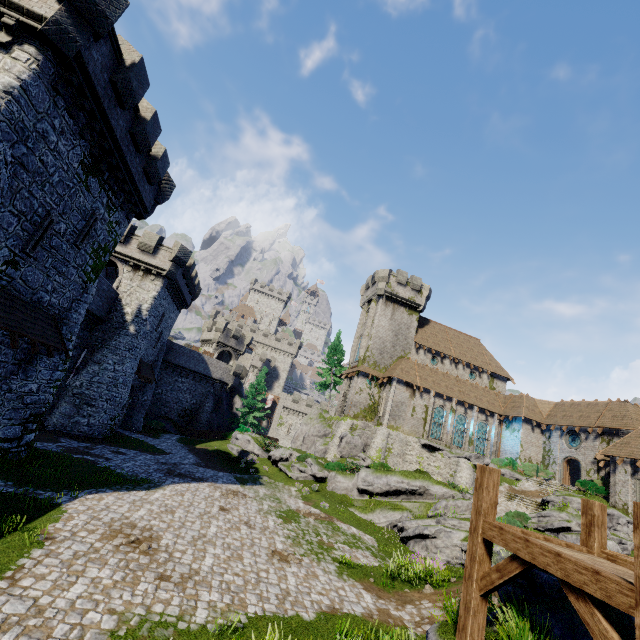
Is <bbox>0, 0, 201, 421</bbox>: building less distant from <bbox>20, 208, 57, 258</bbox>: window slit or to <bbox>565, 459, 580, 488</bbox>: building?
<bbox>20, 208, 57, 258</bbox>: window slit

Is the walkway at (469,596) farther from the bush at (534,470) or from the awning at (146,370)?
the bush at (534,470)

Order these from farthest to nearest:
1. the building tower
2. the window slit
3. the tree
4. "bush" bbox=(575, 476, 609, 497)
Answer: the building tower
the tree
"bush" bbox=(575, 476, 609, 497)
the window slit

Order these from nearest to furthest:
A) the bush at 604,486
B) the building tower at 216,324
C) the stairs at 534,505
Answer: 1. the stairs at 534,505
2. the bush at 604,486
3. the building tower at 216,324

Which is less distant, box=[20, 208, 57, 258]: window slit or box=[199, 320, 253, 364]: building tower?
box=[20, 208, 57, 258]: window slit

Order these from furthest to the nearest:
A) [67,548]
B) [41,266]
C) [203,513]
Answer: [203,513]
[41,266]
[67,548]

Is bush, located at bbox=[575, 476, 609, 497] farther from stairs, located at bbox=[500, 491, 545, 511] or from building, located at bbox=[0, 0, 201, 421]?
building, located at bbox=[0, 0, 201, 421]

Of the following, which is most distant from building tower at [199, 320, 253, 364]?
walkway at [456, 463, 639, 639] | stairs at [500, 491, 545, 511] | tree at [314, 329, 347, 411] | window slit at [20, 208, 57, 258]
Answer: walkway at [456, 463, 639, 639]
